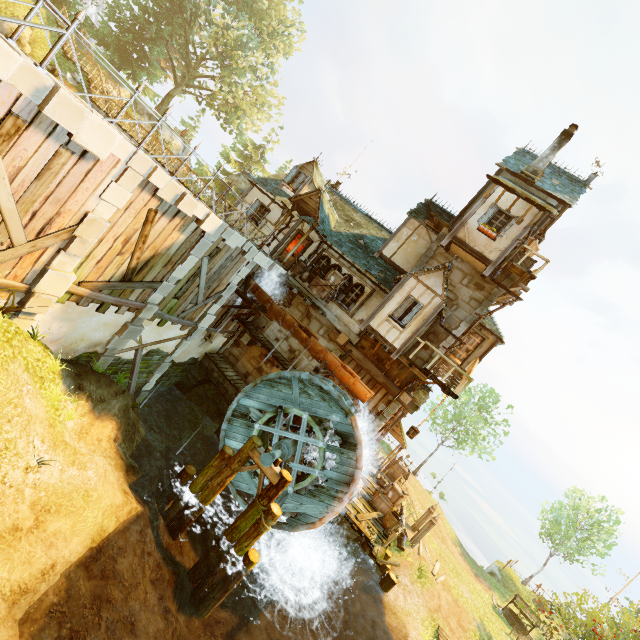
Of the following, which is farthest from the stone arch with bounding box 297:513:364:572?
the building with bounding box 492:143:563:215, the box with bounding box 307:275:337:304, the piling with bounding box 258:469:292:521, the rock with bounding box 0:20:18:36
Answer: the rock with bounding box 0:20:18:36

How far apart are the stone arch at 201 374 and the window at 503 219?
13.8m

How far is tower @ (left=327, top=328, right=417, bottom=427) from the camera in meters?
15.6

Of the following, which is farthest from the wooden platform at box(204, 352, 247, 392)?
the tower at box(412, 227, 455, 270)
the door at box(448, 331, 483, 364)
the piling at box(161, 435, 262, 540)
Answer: the door at box(448, 331, 483, 364)

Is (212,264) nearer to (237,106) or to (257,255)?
(257,255)

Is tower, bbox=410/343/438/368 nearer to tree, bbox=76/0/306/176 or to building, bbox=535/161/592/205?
building, bbox=535/161/592/205

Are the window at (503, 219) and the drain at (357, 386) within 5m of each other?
no

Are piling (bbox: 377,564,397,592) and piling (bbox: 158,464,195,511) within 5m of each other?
no
